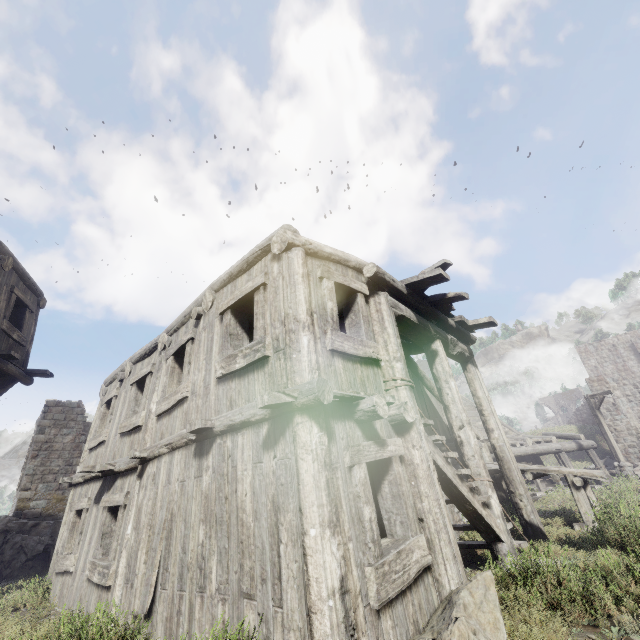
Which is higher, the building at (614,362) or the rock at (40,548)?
the building at (614,362)

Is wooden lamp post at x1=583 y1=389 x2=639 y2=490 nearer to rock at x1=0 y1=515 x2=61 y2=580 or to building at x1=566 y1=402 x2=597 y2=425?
building at x1=566 y1=402 x2=597 y2=425

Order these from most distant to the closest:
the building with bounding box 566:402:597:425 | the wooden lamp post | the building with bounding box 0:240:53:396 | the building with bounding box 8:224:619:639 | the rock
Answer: the building with bounding box 566:402:597:425 < the wooden lamp post < the rock < the building with bounding box 0:240:53:396 < the building with bounding box 8:224:619:639

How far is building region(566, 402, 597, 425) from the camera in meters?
46.0

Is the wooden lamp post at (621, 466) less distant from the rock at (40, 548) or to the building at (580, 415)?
the building at (580, 415)

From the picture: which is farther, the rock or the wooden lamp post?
the wooden lamp post

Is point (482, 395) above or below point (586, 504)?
above

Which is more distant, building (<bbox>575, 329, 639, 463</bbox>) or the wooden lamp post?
building (<bbox>575, 329, 639, 463</bbox>)
